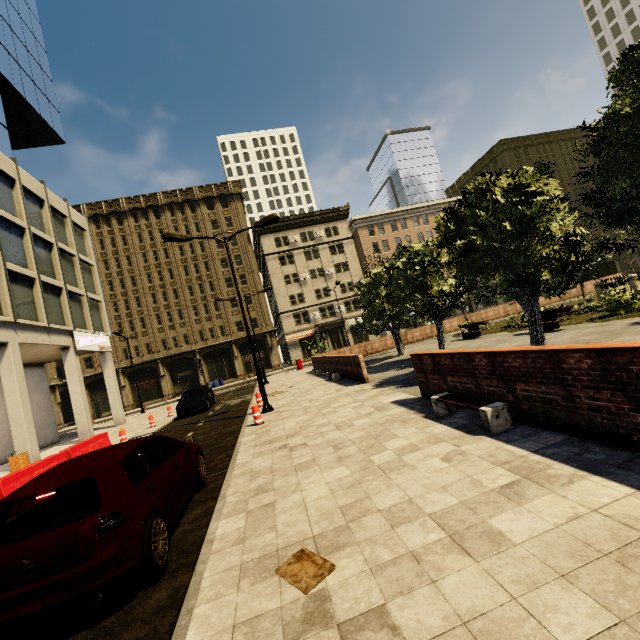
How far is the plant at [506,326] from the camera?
17.8m

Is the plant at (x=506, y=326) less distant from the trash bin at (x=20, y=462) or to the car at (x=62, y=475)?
the car at (x=62, y=475)

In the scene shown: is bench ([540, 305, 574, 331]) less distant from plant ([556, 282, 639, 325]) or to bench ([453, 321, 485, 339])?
plant ([556, 282, 639, 325])

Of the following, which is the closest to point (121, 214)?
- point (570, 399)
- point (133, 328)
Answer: point (133, 328)

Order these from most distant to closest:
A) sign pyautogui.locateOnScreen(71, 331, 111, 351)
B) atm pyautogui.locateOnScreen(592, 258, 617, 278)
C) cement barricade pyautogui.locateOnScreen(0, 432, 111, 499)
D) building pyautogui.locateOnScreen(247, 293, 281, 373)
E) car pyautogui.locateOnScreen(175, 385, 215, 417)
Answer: building pyautogui.locateOnScreen(247, 293, 281, 373)
atm pyautogui.locateOnScreen(592, 258, 617, 278)
sign pyautogui.locateOnScreen(71, 331, 111, 351)
car pyautogui.locateOnScreen(175, 385, 215, 417)
cement barricade pyautogui.locateOnScreen(0, 432, 111, 499)

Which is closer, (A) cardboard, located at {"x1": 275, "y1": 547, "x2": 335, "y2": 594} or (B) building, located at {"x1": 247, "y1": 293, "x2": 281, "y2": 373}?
(A) cardboard, located at {"x1": 275, "y1": 547, "x2": 335, "y2": 594}

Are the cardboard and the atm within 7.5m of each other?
no

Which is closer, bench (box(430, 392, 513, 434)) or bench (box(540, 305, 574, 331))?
bench (box(430, 392, 513, 434))
